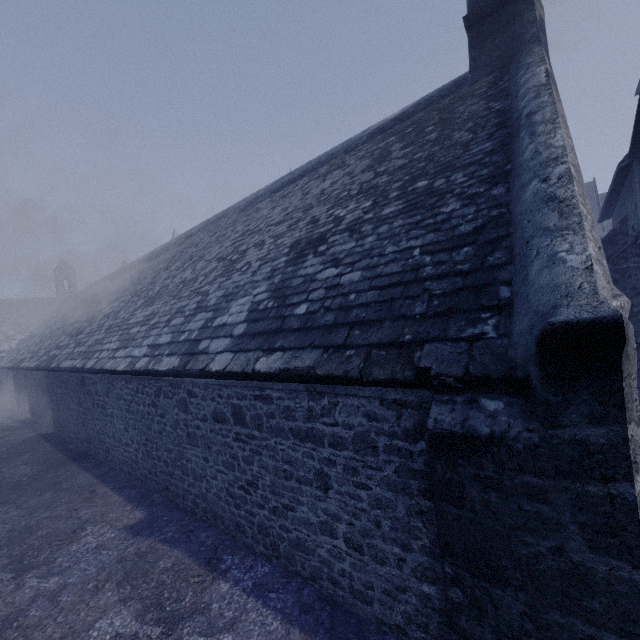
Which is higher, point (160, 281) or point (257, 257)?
point (160, 281)
